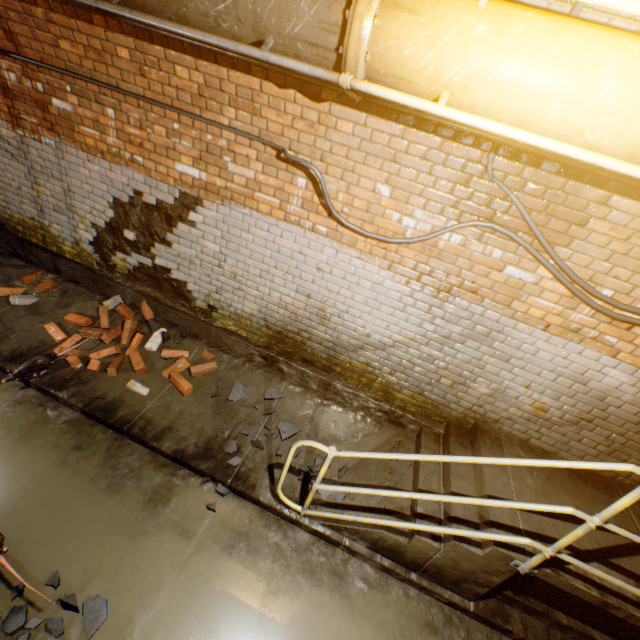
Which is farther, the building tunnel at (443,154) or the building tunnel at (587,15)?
the building tunnel at (443,154)

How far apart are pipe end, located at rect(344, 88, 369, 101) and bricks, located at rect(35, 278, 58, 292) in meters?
4.6

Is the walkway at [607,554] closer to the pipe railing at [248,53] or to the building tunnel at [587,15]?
the building tunnel at [587,15]

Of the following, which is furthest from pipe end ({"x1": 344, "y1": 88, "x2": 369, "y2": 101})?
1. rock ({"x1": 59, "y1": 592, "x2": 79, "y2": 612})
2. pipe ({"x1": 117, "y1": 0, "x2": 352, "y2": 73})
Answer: rock ({"x1": 59, "y1": 592, "x2": 79, "y2": 612})

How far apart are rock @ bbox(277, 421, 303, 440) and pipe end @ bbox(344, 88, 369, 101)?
3.2 meters

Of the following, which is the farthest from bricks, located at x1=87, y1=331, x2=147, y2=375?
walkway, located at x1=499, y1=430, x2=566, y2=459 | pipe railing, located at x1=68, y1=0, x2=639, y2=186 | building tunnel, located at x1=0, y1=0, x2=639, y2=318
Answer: walkway, located at x1=499, y1=430, x2=566, y2=459

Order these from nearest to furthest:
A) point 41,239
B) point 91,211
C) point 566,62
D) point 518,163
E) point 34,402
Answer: point 566,62
point 518,163
point 34,402
point 91,211
point 41,239

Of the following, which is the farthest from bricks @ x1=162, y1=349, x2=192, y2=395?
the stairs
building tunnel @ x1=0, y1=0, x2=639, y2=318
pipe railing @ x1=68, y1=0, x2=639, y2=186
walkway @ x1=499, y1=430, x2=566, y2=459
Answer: walkway @ x1=499, y1=430, x2=566, y2=459
